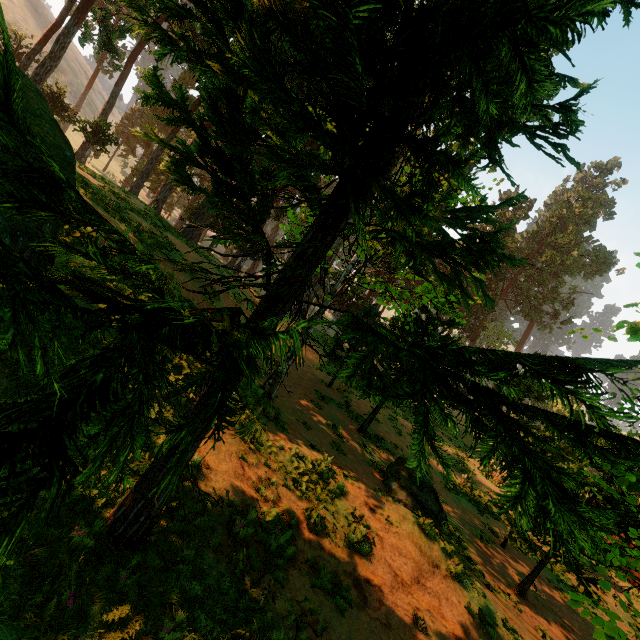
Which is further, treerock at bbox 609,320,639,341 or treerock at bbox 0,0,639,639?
treerock at bbox 609,320,639,341

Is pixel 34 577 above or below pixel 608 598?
above

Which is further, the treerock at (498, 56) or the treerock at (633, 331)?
the treerock at (633, 331)
